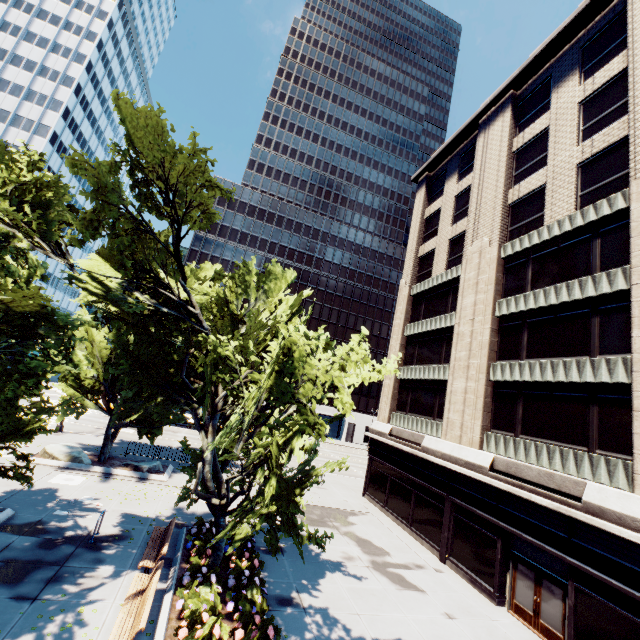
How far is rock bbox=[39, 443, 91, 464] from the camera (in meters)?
18.92

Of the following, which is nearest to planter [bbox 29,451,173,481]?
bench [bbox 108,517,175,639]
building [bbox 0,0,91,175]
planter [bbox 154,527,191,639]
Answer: planter [bbox 154,527,191,639]

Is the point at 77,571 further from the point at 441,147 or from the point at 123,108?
the point at 441,147

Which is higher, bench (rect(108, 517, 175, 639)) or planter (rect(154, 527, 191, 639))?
bench (rect(108, 517, 175, 639))

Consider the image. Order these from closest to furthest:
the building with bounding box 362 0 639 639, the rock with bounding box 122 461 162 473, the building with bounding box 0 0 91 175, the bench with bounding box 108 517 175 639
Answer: the bench with bounding box 108 517 175 639 → the building with bounding box 362 0 639 639 → the rock with bounding box 122 461 162 473 → the building with bounding box 0 0 91 175

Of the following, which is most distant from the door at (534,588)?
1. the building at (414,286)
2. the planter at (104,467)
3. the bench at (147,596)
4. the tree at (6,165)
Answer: the planter at (104,467)

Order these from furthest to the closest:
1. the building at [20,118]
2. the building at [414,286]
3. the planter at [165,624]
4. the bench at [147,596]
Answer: the building at [20,118], the building at [414,286], the planter at [165,624], the bench at [147,596]

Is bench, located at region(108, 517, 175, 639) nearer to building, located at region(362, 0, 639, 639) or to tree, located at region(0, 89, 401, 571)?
tree, located at region(0, 89, 401, 571)
